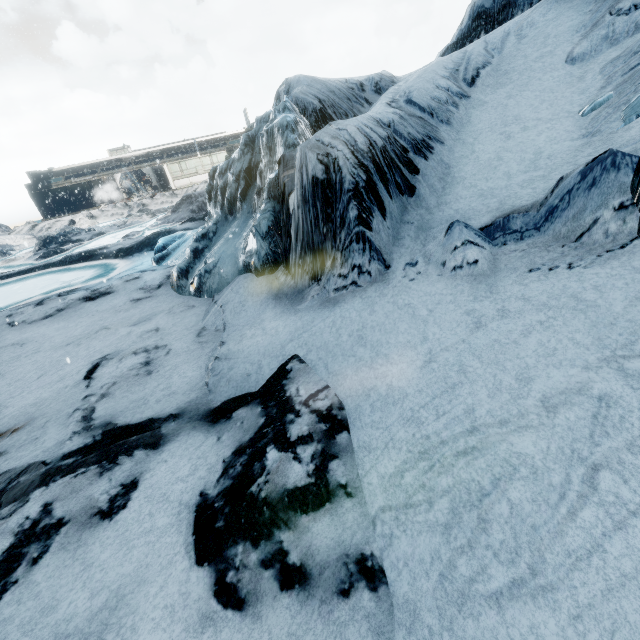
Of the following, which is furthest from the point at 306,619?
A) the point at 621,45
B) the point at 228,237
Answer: the point at 621,45
